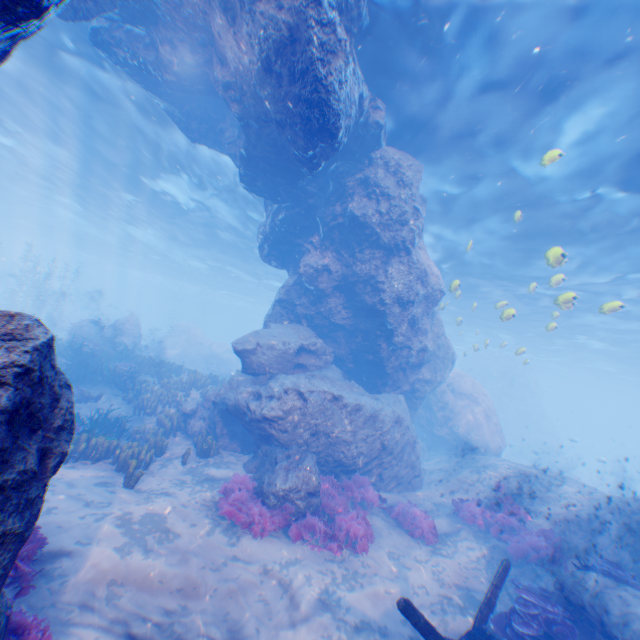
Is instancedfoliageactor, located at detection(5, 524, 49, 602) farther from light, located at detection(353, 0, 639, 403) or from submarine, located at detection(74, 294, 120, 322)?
submarine, located at detection(74, 294, 120, 322)

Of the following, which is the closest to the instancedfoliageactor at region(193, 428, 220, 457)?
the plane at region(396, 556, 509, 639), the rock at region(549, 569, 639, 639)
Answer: the plane at region(396, 556, 509, 639)

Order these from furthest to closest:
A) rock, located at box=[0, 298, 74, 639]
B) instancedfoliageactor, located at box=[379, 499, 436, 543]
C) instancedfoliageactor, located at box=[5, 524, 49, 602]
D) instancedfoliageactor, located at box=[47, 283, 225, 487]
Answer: instancedfoliageactor, located at box=[379, 499, 436, 543]
instancedfoliageactor, located at box=[47, 283, 225, 487]
instancedfoliageactor, located at box=[5, 524, 49, 602]
rock, located at box=[0, 298, 74, 639]

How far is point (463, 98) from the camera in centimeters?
966cm

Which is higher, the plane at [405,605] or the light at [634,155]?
the light at [634,155]

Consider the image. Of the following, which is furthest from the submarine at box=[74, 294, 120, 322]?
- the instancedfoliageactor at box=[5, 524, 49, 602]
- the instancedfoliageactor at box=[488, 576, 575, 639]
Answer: the instancedfoliageactor at box=[488, 576, 575, 639]

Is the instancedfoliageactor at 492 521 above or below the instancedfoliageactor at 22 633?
above

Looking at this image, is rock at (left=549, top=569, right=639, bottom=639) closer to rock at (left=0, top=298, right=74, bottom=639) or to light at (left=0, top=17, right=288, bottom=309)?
rock at (left=0, top=298, right=74, bottom=639)
